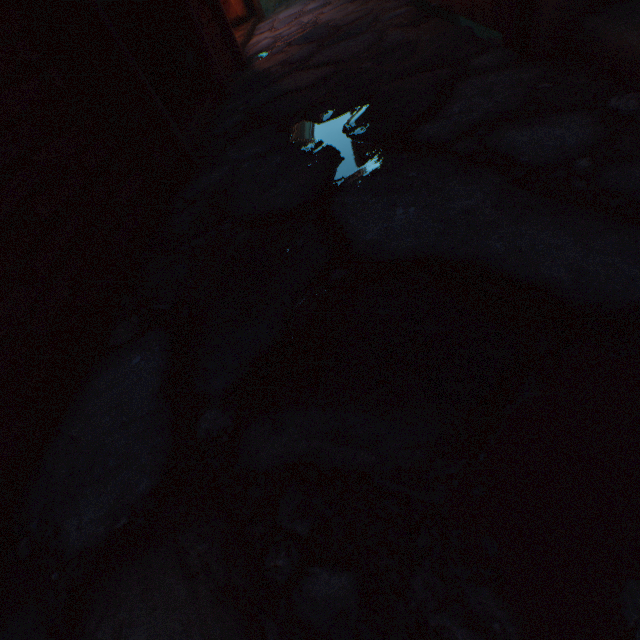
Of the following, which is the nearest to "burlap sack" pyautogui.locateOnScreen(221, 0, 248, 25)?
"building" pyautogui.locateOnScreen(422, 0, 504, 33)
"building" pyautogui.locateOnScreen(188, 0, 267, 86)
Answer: "building" pyautogui.locateOnScreen(188, 0, 267, 86)

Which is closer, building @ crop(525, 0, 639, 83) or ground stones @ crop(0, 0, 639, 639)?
ground stones @ crop(0, 0, 639, 639)

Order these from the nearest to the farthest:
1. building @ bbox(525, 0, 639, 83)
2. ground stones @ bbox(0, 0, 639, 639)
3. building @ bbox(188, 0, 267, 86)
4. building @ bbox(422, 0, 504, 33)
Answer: ground stones @ bbox(0, 0, 639, 639)
building @ bbox(525, 0, 639, 83)
building @ bbox(422, 0, 504, 33)
building @ bbox(188, 0, 267, 86)

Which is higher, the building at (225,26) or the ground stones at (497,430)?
the building at (225,26)

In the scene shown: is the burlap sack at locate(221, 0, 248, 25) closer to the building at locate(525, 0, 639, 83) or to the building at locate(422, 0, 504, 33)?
the building at locate(525, 0, 639, 83)

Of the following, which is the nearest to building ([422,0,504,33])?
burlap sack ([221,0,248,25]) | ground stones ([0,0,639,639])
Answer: ground stones ([0,0,639,639])

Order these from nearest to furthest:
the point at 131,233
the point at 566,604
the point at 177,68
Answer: the point at 566,604 < the point at 131,233 < the point at 177,68

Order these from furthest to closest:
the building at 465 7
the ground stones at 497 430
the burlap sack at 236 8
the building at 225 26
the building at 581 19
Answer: the burlap sack at 236 8 → the building at 225 26 → the building at 465 7 → the building at 581 19 → the ground stones at 497 430
